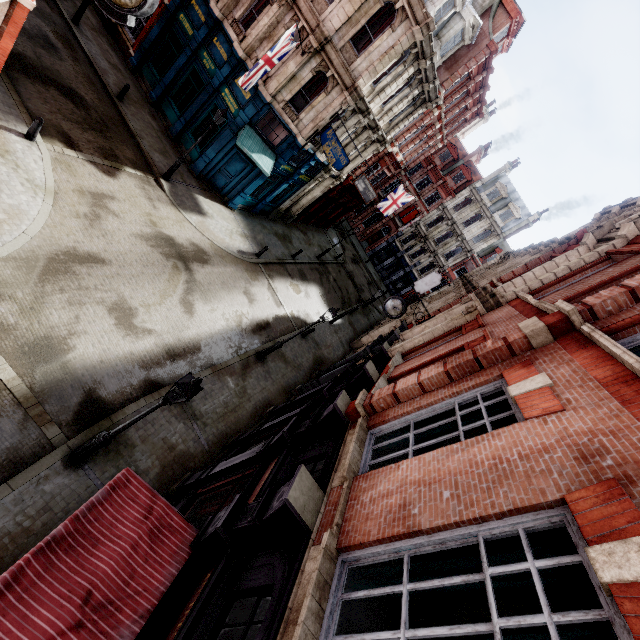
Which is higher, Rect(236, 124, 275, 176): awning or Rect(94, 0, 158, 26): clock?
Rect(94, 0, 158, 26): clock

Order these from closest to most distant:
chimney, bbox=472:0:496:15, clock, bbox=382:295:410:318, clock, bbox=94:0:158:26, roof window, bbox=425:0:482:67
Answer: clock, bbox=94:0:158:26 → clock, bbox=382:295:410:318 → roof window, bbox=425:0:482:67 → chimney, bbox=472:0:496:15

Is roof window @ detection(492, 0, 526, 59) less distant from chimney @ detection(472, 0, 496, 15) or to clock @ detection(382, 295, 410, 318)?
chimney @ detection(472, 0, 496, 15)

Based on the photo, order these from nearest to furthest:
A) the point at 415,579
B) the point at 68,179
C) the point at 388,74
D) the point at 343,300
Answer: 1. the point at 415,579
2. the point at 68,179
3. the point at 388,74
4. the point at 343,300

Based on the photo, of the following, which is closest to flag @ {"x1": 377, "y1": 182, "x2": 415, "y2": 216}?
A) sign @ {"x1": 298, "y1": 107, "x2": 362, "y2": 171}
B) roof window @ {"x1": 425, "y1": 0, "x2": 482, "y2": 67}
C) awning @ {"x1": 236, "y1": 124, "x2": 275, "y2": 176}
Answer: sign @ {"x1": 298, "y1": 107, "x2": 362, "y2": 171}

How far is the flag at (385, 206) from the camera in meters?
30.5

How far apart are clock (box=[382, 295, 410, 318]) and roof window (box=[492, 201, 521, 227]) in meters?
36.7 m

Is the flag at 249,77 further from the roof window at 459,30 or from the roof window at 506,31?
the roof window at 506,31
